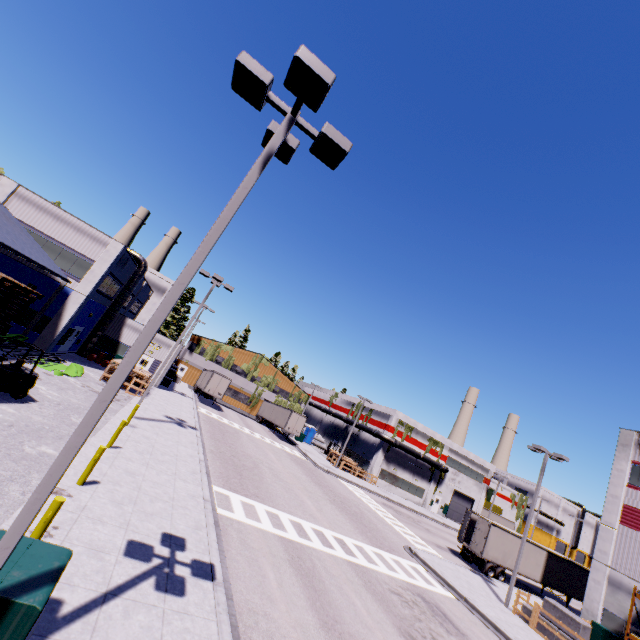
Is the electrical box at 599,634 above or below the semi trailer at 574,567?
below

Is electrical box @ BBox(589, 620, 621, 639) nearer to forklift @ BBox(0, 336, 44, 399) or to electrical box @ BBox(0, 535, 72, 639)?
forklift @ BBox(0, 336, 44, 399)

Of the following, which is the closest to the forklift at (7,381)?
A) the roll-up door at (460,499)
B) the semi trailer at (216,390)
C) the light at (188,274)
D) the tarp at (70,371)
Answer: the semi trailer at (216,390)

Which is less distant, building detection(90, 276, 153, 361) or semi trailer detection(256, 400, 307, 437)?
building detection(90, 276, 153, 361)

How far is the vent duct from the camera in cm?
3059

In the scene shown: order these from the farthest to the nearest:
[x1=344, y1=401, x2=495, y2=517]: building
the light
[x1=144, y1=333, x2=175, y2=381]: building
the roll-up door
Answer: the roll-up door
[x1=344, y1=401, x2=495, y2=517]: building
[x1=144, y1=333, x2=175, y2=381]: building
the light

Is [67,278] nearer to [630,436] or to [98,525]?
[98,525]

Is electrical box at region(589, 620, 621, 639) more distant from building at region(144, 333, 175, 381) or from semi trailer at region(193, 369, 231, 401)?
semi trailer at region(193, 369, 231, 401)
